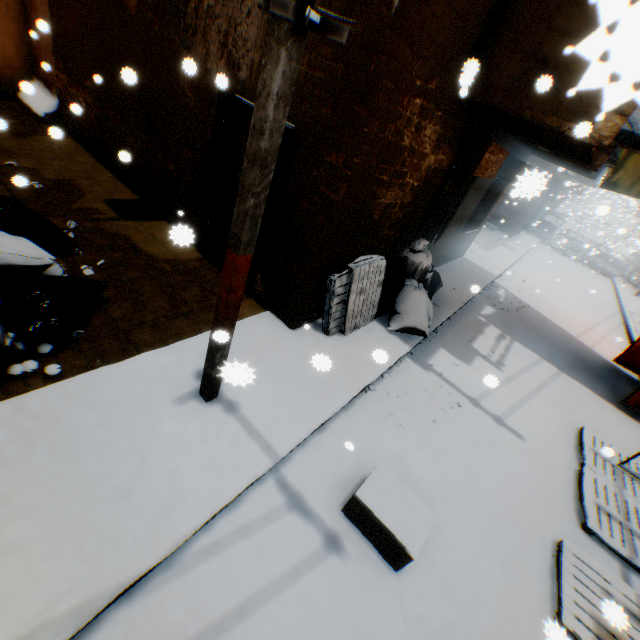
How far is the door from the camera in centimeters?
465cm

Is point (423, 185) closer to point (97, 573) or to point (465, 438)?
point (465, 438)

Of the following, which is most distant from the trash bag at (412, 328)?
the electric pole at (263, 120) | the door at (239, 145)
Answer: the door at (239, 145)

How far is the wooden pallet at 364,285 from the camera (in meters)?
4.97

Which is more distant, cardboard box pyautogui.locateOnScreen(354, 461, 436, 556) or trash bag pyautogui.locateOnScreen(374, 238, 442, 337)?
trash bag pyautogui.locateOnScreen(374, 238, 442, 337)

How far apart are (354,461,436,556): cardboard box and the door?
2.1m

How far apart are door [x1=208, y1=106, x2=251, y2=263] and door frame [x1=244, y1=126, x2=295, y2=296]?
0.01m

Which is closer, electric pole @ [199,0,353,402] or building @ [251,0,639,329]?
electric pole @ [199,0,353,402]
